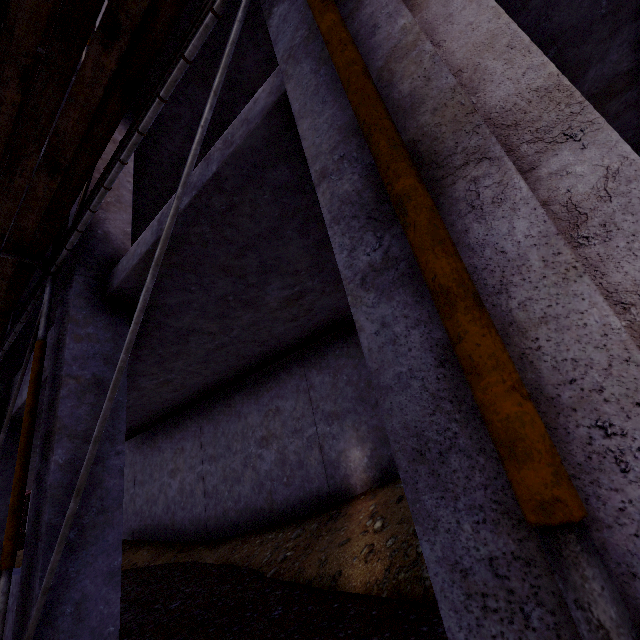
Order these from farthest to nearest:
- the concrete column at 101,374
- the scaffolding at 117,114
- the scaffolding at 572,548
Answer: the concrete column at 101,374
the scaffolding at 117,114
the scaffolding at 572,548

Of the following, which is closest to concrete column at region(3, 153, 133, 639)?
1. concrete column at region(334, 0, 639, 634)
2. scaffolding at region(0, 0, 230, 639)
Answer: scaffolding at region(0, 0, 230, 639)

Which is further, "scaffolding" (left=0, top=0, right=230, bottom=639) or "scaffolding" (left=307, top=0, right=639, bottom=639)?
"scaffolding" (left=0, top=0, right=230, bottom=639)

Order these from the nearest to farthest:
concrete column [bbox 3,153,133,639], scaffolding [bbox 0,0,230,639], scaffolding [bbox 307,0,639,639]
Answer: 1. scaffolding [bbox 307,0,639,639]
2. scaffolding [bbox 0,0,230,639]
3. concrete column [bbox 3,153,133,639]

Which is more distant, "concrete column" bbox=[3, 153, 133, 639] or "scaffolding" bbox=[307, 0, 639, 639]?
"concrete column" bbox=[3, 153, 133, 639]

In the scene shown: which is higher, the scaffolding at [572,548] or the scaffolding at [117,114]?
the scaffolding at [117,114]

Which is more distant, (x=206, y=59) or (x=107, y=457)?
(x=206, y=59)
